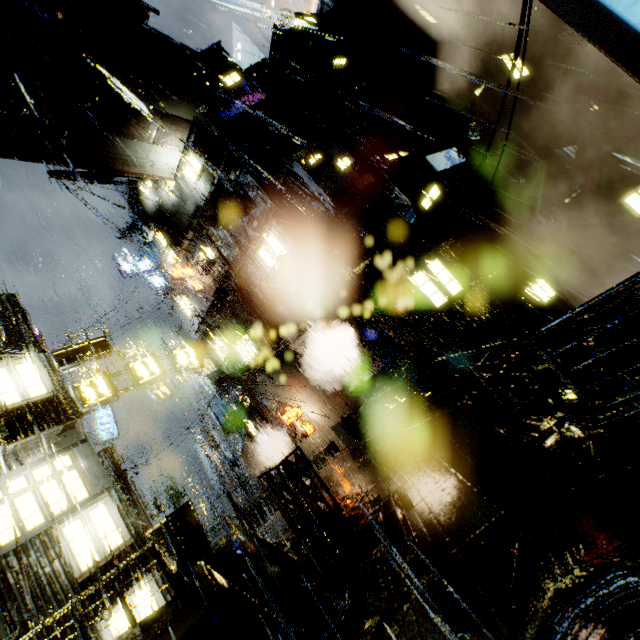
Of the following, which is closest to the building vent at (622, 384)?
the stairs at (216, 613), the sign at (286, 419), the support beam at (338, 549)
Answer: the support beam at (338, 549)

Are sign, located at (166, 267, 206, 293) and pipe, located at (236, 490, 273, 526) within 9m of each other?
no

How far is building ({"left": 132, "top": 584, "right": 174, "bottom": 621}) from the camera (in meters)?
10.12

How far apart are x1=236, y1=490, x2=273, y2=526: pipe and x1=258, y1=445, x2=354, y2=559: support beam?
15.3 meters

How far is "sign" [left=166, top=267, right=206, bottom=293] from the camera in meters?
22.8 m

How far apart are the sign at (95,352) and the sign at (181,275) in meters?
8.4 m

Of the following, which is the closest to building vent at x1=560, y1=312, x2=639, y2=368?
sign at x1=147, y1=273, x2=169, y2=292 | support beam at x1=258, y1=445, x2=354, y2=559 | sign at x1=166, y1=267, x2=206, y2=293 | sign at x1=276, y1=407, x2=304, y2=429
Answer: support beam at x1=258, y1=445, x2=354, y2=559

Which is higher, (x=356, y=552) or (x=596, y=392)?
(x=356, y=552)
